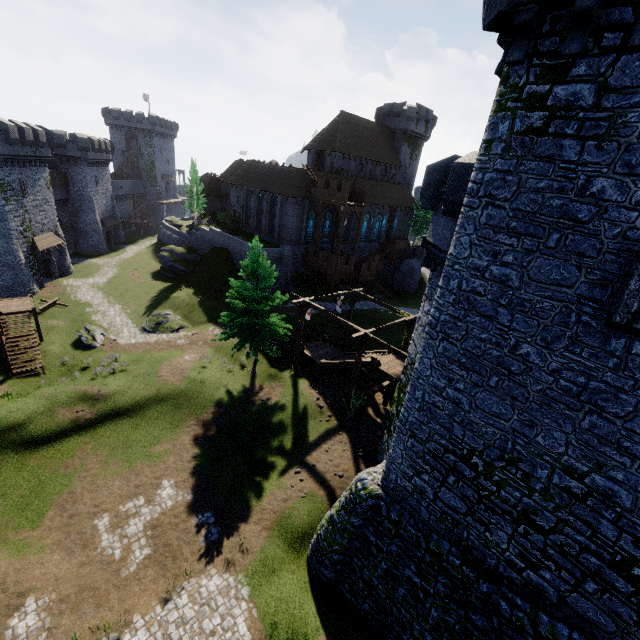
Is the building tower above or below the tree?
below

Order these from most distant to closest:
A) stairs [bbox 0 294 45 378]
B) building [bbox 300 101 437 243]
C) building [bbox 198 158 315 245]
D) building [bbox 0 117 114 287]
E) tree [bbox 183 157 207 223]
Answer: tree [bbox 183 157 207 223] → building [bbox 300 101 437 243] → building [bbox 198 158 315 245] → building [bbox 0 117 114 287] → stairs [bbox 0 294 45 378]

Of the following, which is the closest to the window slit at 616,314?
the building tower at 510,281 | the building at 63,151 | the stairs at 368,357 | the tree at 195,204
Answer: the building tower at 510,281

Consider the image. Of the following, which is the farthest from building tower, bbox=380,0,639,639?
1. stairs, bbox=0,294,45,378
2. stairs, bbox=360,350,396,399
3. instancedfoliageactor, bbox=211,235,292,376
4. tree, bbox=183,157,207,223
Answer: tree, bbox=183,157,207,223

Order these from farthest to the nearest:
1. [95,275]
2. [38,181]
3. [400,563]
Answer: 1. [95,275]
2. [38,181]
3. [400,563]

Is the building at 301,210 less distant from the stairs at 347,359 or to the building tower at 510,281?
the stairs at 347,359

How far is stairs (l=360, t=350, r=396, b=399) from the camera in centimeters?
2194cm

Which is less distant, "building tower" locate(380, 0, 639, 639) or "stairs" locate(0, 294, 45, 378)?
"building tower" locate(380, 0, 639, 639)
